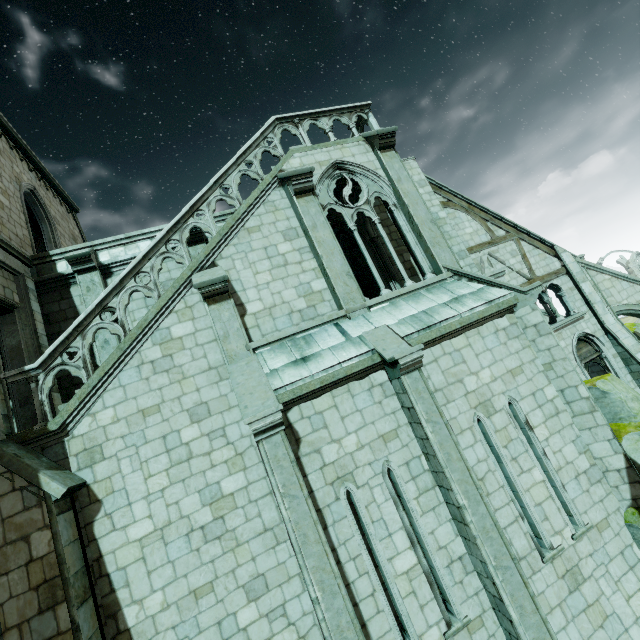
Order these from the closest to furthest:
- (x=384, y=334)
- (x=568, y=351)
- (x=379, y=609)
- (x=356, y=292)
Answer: (x=379, y=609), (x=384, y=334), (x=356, y=292), (x=568, y=351)

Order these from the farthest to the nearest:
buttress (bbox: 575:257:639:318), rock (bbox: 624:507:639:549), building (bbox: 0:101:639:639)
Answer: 1. buttress (bbox: 575:257:639:318)
2. rock (bbox: 624:507:639:549)
3. building (bbox: 0:101:639:639)

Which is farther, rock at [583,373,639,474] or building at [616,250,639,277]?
building at [616,250,639,277]

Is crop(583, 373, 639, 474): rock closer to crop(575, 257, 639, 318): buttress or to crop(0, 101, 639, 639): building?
crop(0, 101, 639, 639): building

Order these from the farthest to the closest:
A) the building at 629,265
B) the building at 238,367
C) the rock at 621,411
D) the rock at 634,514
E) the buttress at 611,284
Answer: the building at 629,265 < the buttress at 611,284 < the rock at 621,411 < the rock at 634,514 < the building at 238,367

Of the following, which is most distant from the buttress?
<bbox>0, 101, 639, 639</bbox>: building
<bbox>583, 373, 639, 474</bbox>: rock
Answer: <bbox>583, 373, 639, 474</bbox>: rock

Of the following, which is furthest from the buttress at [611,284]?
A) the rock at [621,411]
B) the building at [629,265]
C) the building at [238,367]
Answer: the building at [629,265]

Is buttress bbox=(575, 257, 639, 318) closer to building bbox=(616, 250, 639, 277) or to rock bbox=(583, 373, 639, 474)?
rock bbox=(583, 373, 639, 474)
